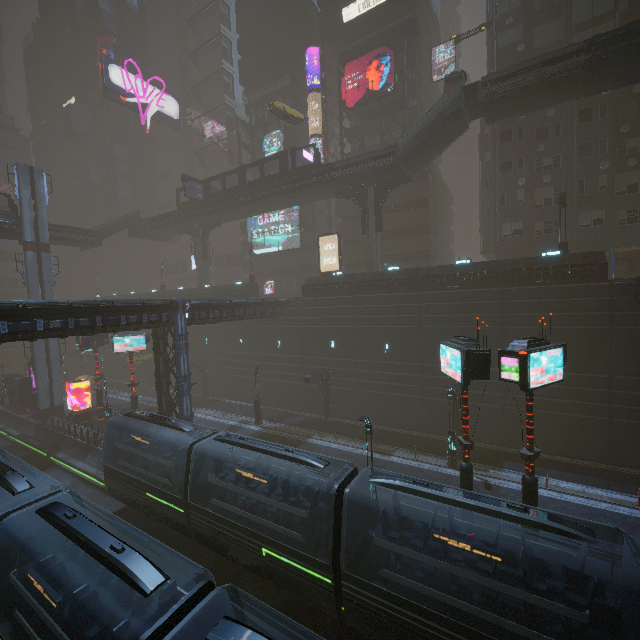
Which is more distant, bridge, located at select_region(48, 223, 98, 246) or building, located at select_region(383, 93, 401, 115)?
building, located at select_region(383, 93, 401, 115)

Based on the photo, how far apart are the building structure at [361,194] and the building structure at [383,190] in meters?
0.6

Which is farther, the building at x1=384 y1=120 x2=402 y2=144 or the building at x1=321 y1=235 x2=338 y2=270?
the building at x1=321 y1=235 x2=338 y2=270

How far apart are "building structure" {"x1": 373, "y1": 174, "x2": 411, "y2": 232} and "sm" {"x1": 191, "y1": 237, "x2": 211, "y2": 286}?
25.72m

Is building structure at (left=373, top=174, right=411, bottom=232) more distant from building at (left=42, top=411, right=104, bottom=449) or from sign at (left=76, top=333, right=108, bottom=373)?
sign at (left=76, top=333, right=108, bottom=373)

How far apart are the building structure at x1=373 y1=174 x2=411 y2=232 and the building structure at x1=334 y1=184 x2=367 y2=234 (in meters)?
0.62

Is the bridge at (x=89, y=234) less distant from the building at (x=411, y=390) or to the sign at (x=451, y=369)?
the building at (x=411, y=390)

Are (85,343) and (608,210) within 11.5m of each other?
Answer: no
